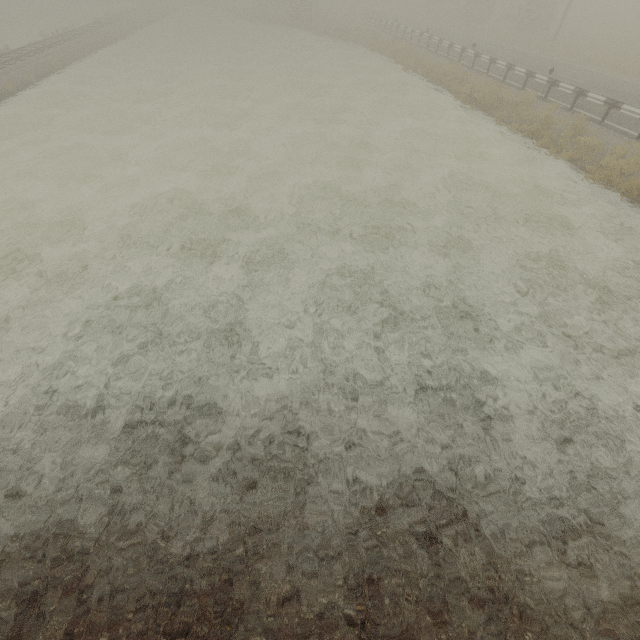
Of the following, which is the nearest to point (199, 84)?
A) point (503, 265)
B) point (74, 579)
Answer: point (503, 265)
